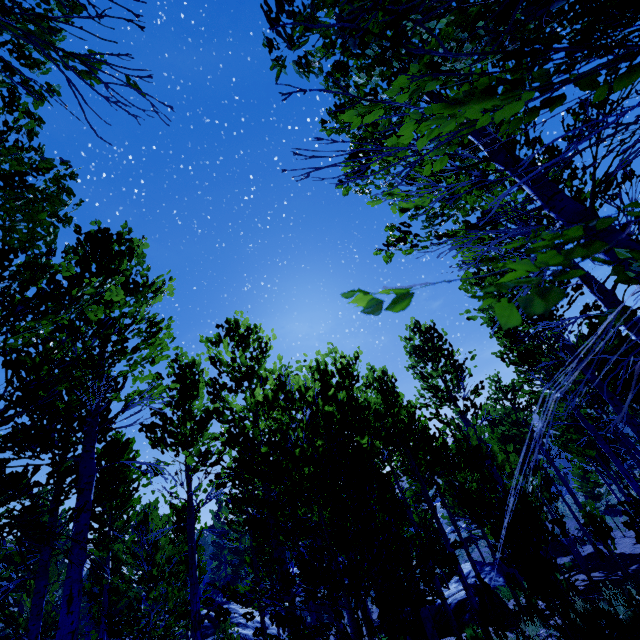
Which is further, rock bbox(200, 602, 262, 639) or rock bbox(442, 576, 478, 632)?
rock bbox(200, 602, 262, 639)

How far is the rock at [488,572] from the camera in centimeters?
2248cm

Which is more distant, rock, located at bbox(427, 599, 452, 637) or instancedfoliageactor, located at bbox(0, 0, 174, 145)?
rock, located at bbox(427, 599, 452, 637)

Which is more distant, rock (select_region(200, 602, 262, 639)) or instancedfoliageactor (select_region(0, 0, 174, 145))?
rock (select_region(200, 602, 262, 639))

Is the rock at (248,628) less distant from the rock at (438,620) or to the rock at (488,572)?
the rock at (438,620)

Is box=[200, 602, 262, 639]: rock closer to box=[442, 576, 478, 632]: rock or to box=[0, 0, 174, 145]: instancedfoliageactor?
box=[0, 0, 174, 145]: instancedfoliageactor

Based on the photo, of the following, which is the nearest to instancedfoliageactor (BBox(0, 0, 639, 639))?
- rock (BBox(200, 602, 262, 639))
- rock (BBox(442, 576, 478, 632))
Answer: rock (BBox(442, 576, 478, 632))

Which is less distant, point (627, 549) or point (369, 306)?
point (369, 306)
